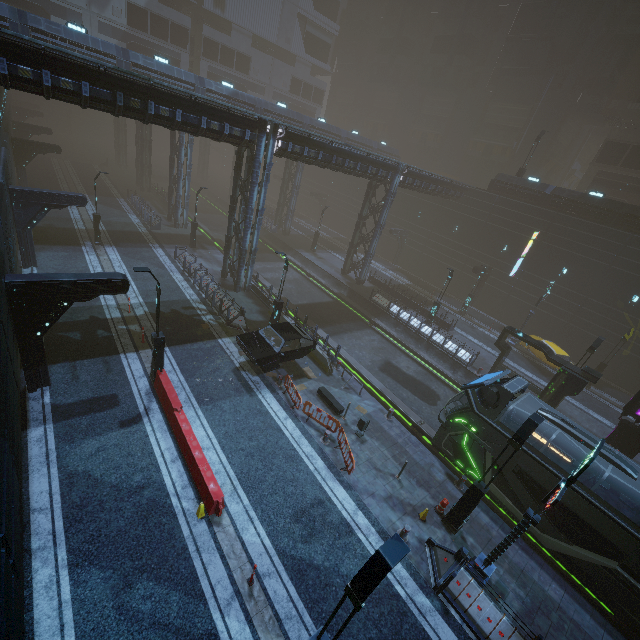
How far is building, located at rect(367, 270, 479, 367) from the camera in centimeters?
2497cm

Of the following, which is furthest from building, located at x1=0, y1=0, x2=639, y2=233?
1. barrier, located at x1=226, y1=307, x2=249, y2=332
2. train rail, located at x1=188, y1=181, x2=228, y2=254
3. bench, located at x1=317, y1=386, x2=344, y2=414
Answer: bench, located at x1=317, y1=386, x2=344, y2=414

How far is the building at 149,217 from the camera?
32.28m

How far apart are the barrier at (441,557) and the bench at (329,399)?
6.30m

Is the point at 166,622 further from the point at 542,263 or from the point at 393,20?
the point at 393,20

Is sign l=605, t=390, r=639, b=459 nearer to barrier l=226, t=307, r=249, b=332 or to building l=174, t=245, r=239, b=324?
building l=174, t=245, r=239, b=324

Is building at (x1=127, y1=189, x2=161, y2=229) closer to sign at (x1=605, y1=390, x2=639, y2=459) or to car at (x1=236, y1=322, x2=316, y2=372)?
car at (x1=236, y1=322, x2=316, y2=372)

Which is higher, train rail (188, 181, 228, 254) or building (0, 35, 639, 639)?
building (0, 35, 639, 639)
